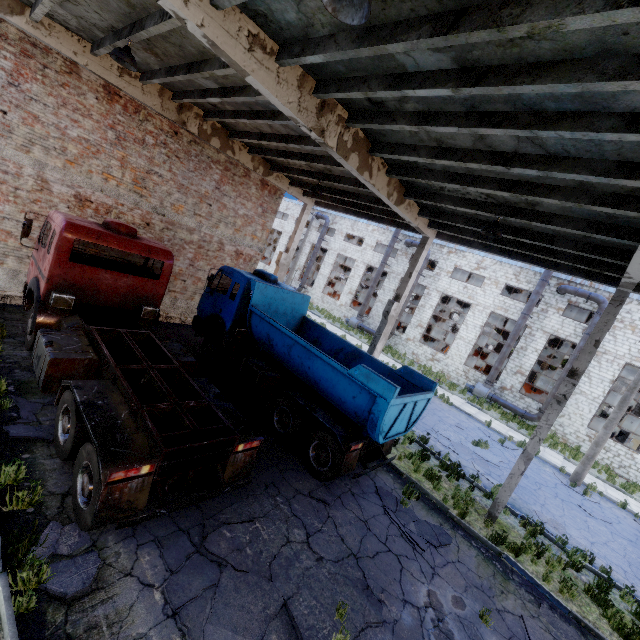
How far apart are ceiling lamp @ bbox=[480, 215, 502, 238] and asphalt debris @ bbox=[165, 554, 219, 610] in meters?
8.2

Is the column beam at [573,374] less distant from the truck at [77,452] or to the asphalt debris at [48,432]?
the truck at [77,452]

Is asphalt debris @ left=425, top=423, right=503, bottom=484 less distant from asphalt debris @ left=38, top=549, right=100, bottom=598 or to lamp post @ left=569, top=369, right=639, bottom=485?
lamp post @ left=569, top=369, right=639, bottom=485

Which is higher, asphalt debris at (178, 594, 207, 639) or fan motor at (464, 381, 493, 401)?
fan motor at (464, 381, 493, 401)

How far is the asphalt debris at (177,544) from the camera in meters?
5.0 m

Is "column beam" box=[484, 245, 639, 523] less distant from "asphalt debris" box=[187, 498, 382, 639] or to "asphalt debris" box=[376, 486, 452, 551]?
"asphalt debris" box=[376, 486, 452, 551]

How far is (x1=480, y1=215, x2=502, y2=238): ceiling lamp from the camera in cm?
803

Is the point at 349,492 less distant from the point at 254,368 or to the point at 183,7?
the point at 254,368
